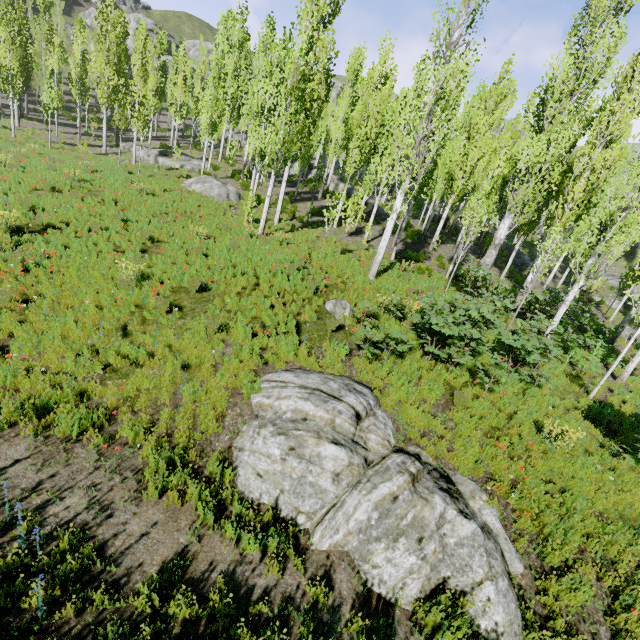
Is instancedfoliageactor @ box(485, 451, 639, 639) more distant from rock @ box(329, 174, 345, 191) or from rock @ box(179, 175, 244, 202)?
rock @ box(179, 175, 244, 202)

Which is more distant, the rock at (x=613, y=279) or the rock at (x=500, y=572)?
the rock at (x=613, y=279)

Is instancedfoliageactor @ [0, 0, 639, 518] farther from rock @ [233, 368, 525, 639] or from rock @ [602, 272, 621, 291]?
rock @ [233, 368, 525, 639]

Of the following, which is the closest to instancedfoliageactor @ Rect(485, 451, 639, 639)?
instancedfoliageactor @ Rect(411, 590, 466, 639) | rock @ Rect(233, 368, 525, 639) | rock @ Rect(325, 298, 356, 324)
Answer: rock @ Rect(325, 298, 356, 324)

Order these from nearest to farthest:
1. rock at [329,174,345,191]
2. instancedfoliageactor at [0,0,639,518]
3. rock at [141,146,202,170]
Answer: instancedfoliageactor at [0,0,639,518] < rock at [141,146,202,170] < rock at [329,174,345,191]

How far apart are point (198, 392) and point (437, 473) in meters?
4.9 m

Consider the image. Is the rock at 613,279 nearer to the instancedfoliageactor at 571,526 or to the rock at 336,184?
the instancedfoliageactor at 571,526

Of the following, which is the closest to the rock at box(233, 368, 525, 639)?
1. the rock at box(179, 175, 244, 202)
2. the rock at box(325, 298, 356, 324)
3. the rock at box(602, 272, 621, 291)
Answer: the rock at box(325, 298, 356, 324)
